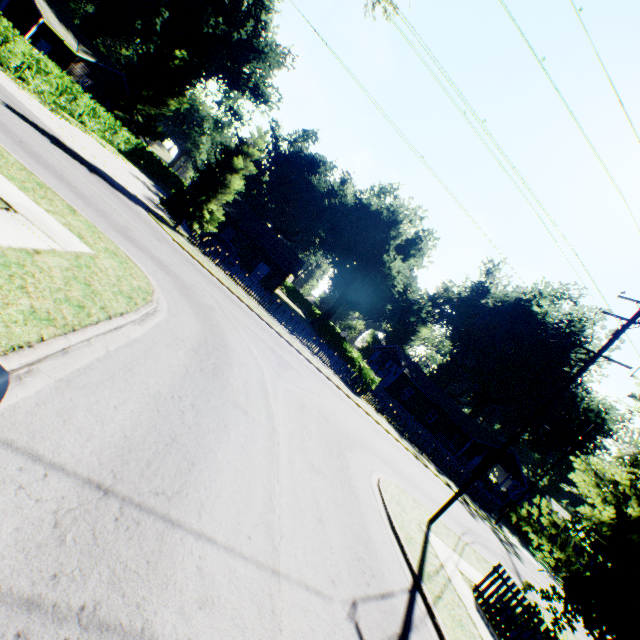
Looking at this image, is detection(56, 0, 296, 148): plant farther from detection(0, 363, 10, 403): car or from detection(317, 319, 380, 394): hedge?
detection(0, 363, 10, 403): car

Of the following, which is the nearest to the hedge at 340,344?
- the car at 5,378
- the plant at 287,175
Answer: the plant at 287,175

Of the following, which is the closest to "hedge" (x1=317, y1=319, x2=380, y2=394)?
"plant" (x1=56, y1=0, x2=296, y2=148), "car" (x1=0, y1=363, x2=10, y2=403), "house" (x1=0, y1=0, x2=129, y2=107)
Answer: "car" (x1=0, y1=363, x2=10, y2=403)

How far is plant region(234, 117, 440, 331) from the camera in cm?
3997

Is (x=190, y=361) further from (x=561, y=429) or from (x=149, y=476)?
(x=561, y=429)

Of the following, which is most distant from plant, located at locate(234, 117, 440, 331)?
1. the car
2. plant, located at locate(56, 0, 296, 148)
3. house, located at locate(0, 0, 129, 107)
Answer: house, located at locate(0, 0, 129, 107)

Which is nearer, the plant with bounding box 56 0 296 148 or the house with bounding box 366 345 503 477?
the plant with bounding box 56 0 296 148

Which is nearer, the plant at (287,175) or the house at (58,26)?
the house at (58,26)
